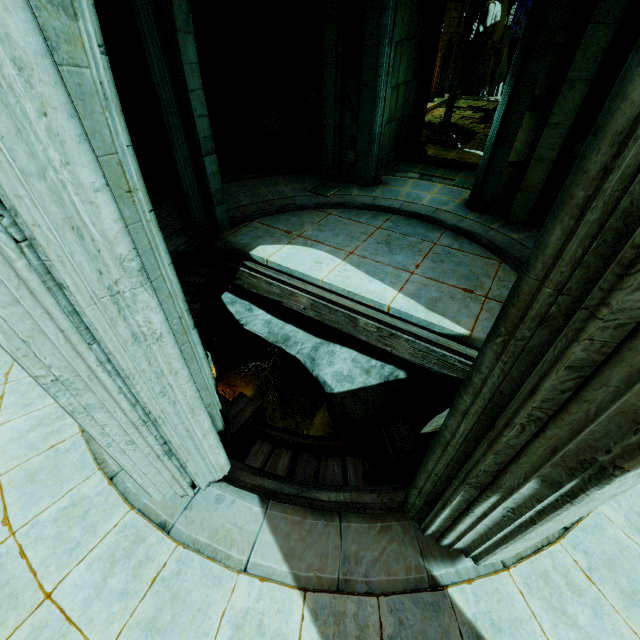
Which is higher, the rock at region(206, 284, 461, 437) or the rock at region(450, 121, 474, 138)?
the rock at region(450, 121, 474, 138)

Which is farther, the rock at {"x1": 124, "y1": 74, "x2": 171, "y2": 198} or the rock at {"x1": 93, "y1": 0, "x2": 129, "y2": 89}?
the rock at {"x1": 124, "y1": 74, "x2": 171, "y2": 198}

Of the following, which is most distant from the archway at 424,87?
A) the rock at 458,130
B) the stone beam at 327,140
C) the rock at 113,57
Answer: the rock at 113,57

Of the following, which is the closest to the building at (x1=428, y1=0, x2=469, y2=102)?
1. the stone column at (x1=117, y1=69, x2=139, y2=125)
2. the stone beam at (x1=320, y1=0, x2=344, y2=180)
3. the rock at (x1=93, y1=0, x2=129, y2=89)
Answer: the stone beam at (x1=320, y1=0, x2=344, y2=180)

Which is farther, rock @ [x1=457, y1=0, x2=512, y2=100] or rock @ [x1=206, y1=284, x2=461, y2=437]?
rock @ [x1=457, y1=0, x2=512, y2=100]

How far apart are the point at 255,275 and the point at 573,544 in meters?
7.0 m

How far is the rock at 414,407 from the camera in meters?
7.2 m

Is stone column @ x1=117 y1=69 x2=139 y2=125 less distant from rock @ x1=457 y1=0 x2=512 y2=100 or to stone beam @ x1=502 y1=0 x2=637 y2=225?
stone beam @ x1=502 y1=0 x2=637 y2=225
